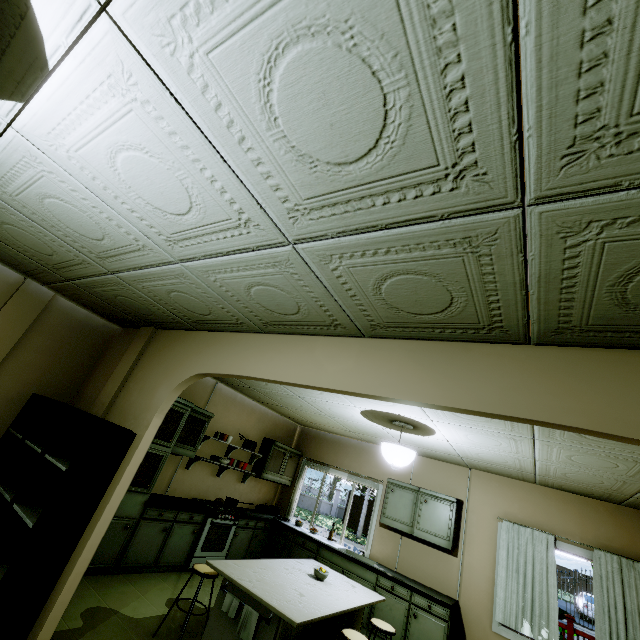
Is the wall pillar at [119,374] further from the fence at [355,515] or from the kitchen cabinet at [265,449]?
the fence at [355,515]

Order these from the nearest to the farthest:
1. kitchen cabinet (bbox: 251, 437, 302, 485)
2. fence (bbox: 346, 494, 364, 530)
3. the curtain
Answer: the curtain < kitchen cabinet (bbox: 251, 437, 302, 485) < fence (bbox: 346, 494, 364, 530)

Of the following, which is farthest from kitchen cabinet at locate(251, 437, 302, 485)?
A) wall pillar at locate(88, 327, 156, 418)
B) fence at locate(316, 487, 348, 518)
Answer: fence at locate(316, 487, 348, 518)

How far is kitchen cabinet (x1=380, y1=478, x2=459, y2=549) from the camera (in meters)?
5.24

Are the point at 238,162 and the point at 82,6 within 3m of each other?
yes

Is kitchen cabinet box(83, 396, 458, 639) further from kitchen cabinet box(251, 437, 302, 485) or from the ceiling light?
the ceiling light

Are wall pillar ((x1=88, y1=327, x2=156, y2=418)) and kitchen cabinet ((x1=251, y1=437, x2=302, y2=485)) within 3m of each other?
no

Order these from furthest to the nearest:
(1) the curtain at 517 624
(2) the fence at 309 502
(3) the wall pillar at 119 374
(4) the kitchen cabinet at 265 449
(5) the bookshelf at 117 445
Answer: (2) the fence at 309 502
(4) the kitchen cabinet at 265 449
(1) the curtain at 517 624
(3) the wall pillar at 119 374
(5) the bookshelf at 117 445
